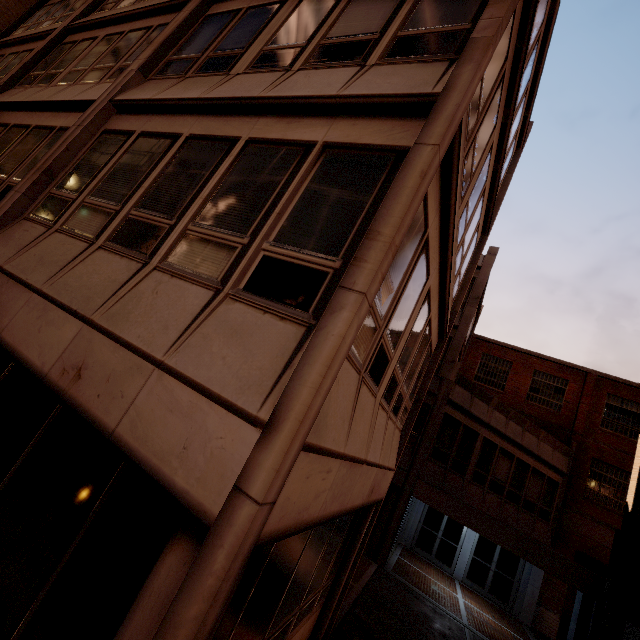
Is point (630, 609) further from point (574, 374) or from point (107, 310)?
point (107, 310)
